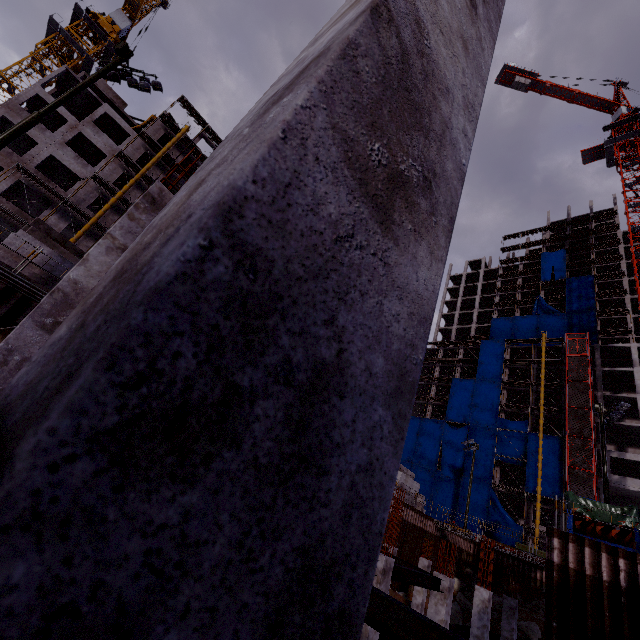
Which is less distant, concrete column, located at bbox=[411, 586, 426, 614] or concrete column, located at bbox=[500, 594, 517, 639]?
concrete column, located at bbox=[500, 594, 517, 639]

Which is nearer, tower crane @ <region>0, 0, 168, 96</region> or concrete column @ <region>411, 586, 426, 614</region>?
concrete column @ <region>411, 586, 426, 614</region>

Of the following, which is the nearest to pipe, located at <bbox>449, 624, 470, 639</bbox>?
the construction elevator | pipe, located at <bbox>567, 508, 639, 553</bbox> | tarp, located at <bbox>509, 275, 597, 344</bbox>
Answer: pipe, located at <bbox>567, 508, 639, 553</bbox>

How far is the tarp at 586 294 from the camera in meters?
53.5

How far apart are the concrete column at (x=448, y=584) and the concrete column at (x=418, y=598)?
10.3 meters

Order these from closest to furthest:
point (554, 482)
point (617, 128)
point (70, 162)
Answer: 1. point (70, 162)
2. point (554, 482)
3. point (617, 128)

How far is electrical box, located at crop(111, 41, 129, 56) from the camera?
14.2 meters

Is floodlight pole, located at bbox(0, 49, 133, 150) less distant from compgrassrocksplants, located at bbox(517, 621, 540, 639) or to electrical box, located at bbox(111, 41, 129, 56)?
electrical box, located at bbox(111, 41, 129, 56)
